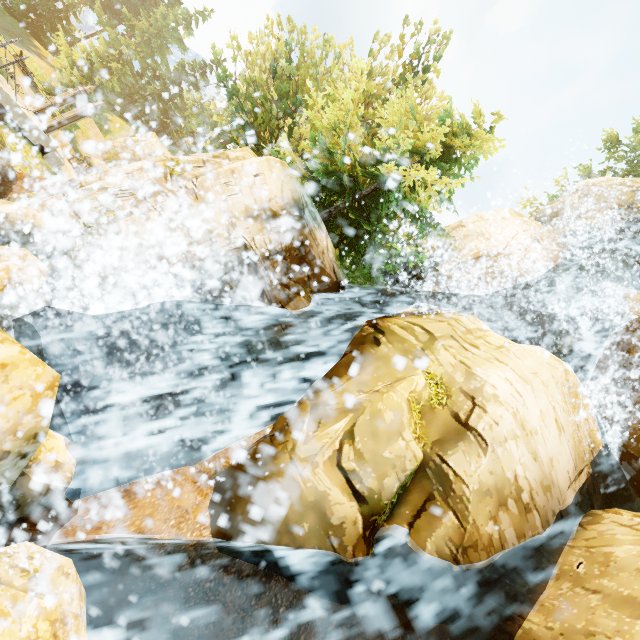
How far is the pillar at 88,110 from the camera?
13.2 meters

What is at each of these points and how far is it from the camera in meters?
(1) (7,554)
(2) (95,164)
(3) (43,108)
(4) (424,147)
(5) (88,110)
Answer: (1) rock, 3.3 m
(2) rock, 33.0 m
(3) pillar, 13.7 m
(4) tree, 17.3 m
(5) pillar, 13.6 m

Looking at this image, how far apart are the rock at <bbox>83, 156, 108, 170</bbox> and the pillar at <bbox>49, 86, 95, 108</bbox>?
22.4m

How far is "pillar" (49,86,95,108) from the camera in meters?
13.8 m

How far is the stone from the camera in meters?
13.9 m

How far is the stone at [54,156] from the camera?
13.9m

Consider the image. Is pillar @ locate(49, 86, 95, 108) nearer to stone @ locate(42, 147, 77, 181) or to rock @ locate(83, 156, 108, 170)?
stone @ locate(42, 147, 77, 181)

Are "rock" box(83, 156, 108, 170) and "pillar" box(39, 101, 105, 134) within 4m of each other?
no
